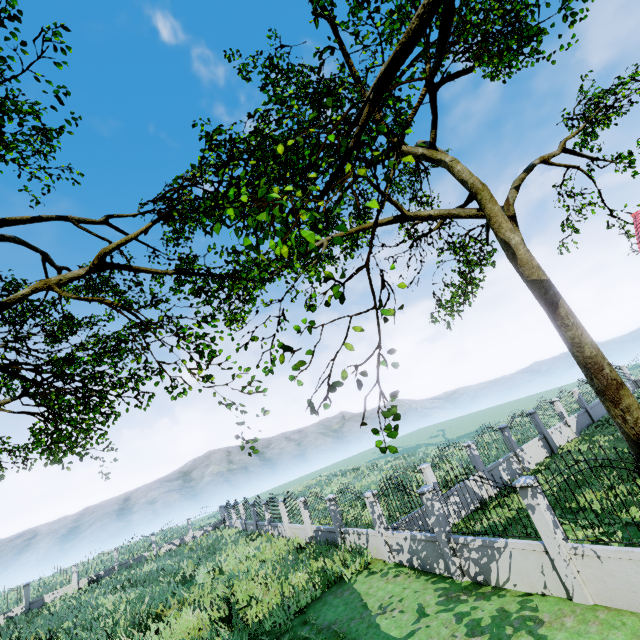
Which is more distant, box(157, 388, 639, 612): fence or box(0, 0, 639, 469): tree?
box(157, 388, 639, 612): fence

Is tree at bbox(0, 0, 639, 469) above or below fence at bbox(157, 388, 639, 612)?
above

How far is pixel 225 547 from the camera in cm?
2219

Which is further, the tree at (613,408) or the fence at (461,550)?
the fence at (461,550)

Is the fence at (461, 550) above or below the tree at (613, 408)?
below
